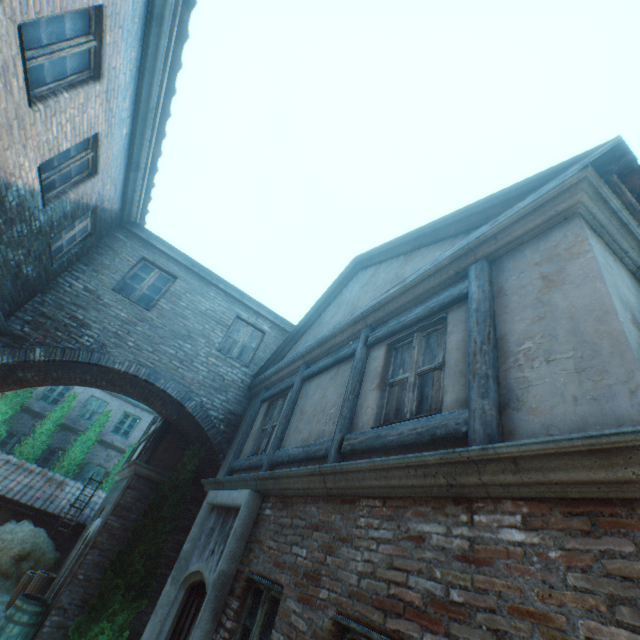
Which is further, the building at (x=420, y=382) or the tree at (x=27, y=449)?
the tree at (x=27, y=449)

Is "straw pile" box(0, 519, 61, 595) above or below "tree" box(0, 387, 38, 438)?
below

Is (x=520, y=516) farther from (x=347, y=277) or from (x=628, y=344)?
(x=347, y=277)

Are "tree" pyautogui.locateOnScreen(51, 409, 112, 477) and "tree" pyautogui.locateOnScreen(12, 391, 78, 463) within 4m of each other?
yes

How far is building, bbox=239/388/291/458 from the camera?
6.50m

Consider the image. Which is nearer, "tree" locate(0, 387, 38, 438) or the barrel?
the barrel

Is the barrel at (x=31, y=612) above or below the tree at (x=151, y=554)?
below

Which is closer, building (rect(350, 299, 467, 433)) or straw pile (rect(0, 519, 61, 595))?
building (rect(350, 299, 467, 433))
